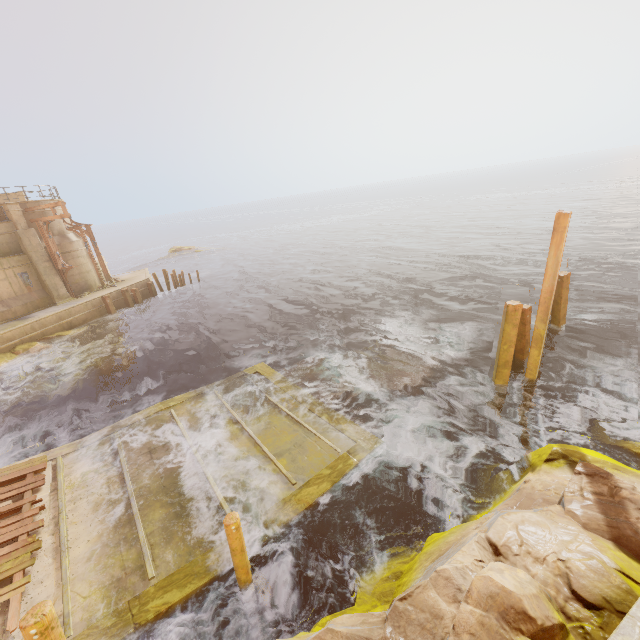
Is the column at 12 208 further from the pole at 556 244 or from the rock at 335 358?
the pole at 556 244

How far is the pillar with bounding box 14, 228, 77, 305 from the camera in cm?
2156

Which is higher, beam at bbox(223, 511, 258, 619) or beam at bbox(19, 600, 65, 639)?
beam at bbox(19, 600, 65, 639)

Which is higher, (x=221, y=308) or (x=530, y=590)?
(x=530, y=590)

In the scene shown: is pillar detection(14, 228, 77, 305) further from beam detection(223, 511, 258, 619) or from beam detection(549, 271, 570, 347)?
beam detection(549, 271, 570, 347)

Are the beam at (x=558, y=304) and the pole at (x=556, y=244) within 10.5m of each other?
yes

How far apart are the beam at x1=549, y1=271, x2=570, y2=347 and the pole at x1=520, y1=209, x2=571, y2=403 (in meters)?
3.55

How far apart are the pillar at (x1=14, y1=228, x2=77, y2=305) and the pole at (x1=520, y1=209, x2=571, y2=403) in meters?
28.2 m
